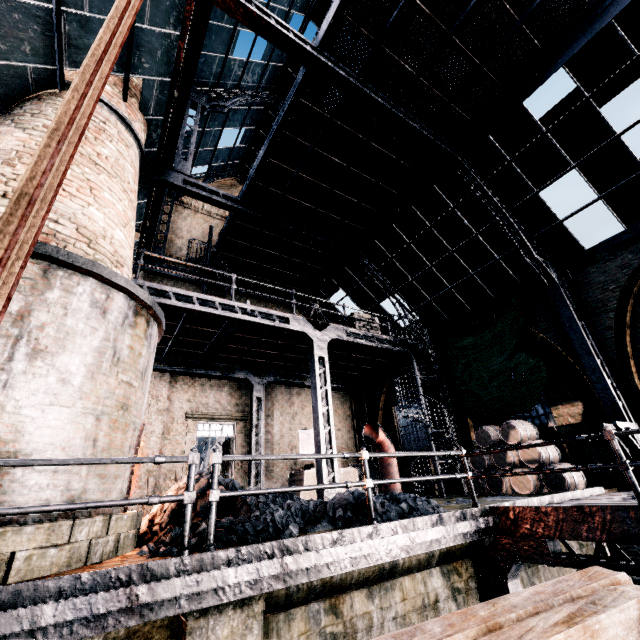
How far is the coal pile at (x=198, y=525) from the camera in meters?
4.5 m

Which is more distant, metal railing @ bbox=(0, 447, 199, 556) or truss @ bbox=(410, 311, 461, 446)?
truss @ bbox=(410, 311, 461, 446)

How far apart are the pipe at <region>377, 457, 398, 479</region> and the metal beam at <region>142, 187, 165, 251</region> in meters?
13.7 m

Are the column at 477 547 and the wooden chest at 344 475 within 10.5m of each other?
yes

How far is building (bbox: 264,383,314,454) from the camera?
16.6m

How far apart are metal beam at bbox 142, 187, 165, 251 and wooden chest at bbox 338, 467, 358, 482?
12.81m

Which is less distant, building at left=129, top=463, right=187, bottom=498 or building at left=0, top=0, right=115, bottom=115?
building at left=0, top=0, right=115, bottom=115

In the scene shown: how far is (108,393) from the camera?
5.1 meters
